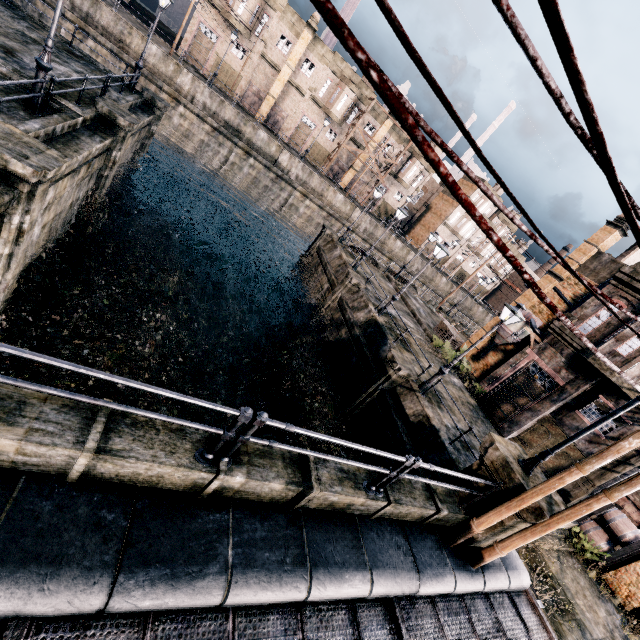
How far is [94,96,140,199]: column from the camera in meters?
14.1

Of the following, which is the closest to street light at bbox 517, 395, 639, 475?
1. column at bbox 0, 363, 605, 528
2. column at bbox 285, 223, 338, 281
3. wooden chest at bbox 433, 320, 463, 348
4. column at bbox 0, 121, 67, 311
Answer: column at bbox 0, 363, 605, 528

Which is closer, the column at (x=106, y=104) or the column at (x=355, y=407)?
the column at (x=106, y=104)

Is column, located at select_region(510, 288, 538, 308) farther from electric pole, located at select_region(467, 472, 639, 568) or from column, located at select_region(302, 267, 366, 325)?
electric pole, located at select_region(467, 472, 639, 568)

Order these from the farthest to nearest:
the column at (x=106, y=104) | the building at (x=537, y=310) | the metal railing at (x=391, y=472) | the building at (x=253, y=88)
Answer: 1. the building at (x=253, y=88)
2. the building at (x=537, y=310)
3. the column at (x=106, y=104)
4. the metal railing at (x=391, y=472)

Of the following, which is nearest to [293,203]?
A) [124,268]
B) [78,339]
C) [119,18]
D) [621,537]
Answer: [119,18]

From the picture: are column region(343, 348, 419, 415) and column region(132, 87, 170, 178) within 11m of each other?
no

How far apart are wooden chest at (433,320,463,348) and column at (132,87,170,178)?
25.71m
